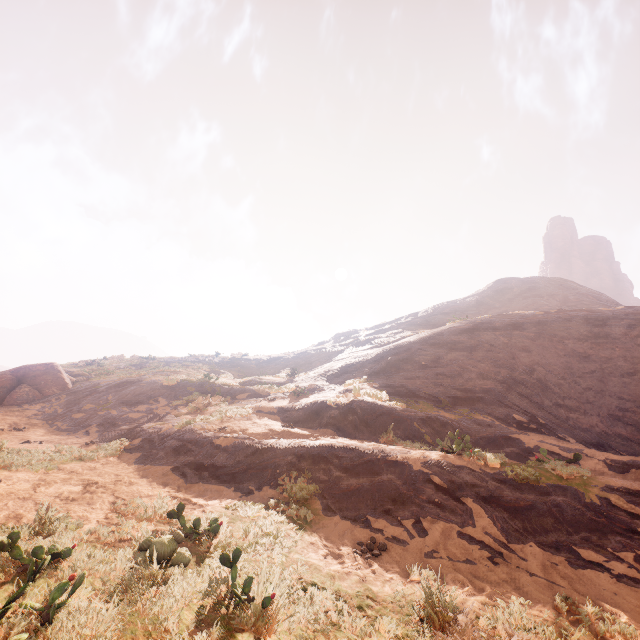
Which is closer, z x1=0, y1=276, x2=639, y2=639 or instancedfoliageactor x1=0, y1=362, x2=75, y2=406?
z x1=0, y1=276, x2=639, y2=639

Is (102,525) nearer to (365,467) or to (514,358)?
(365,467)

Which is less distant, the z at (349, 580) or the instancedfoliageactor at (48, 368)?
the z at (349, 580)
